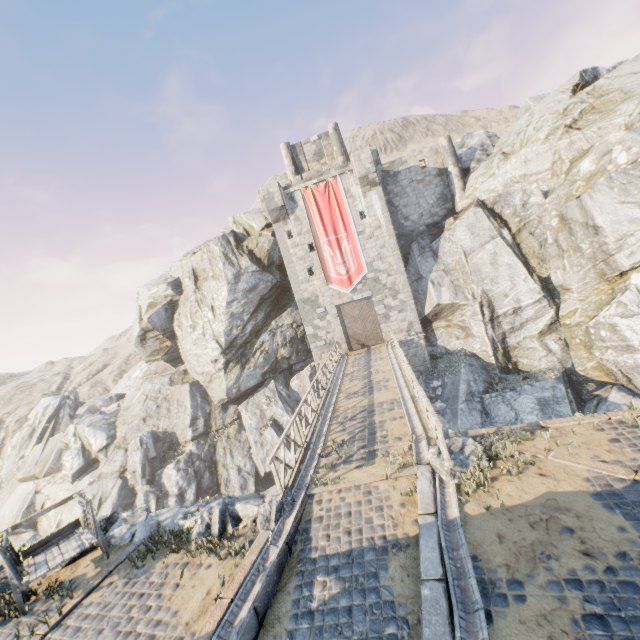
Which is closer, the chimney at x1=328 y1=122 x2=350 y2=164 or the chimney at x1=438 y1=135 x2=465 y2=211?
the chimney at x1=438 y1=135 x2=465 y2=211

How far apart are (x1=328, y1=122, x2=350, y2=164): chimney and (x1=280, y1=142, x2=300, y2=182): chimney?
3.19m

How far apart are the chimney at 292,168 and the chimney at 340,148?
3.2 meters

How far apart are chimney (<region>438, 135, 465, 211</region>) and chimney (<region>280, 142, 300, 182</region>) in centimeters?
1189cm

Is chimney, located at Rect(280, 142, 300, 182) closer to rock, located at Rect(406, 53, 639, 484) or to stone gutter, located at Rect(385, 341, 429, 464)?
rock, located at Rect(406, 53, 639, 484)

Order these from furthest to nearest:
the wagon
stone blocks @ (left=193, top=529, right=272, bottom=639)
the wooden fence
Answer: the wooden fence
the wagon
stone blocks @ (left=193, top=529, right=272, bottom=639)

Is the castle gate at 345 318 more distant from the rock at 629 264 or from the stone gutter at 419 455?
the rock at 629 264

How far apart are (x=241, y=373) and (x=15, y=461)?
25.69m
